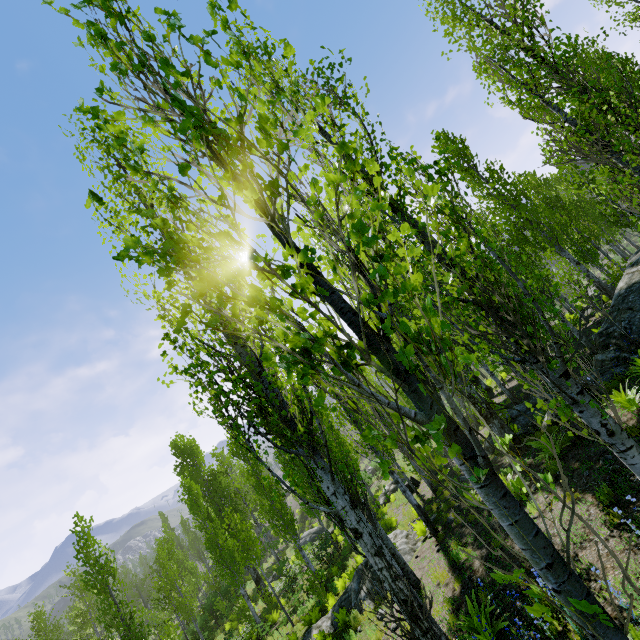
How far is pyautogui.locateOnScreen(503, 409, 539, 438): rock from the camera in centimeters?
1144cm

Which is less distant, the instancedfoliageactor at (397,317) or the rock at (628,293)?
the instancedfoliageactor at (397,317)

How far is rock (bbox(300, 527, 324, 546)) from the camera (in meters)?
33.14

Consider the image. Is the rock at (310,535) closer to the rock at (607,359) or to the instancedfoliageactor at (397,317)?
the instancedfoliageactor at (397,317)

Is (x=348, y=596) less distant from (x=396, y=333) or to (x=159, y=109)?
(x=396, y=333)

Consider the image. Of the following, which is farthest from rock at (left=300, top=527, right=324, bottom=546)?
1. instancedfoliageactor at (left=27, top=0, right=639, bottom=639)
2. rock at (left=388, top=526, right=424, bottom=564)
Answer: rock at (left=388, top=526, right=424, bottom=564)

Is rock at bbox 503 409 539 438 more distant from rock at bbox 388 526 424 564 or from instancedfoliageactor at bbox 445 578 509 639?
rock at bbox 388 526 424 564

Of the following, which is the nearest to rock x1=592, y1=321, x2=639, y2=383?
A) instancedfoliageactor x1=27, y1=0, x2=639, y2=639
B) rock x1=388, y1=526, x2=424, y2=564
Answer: instancedfoliageactor x1=27, y1=0, x2=639, y2=639
